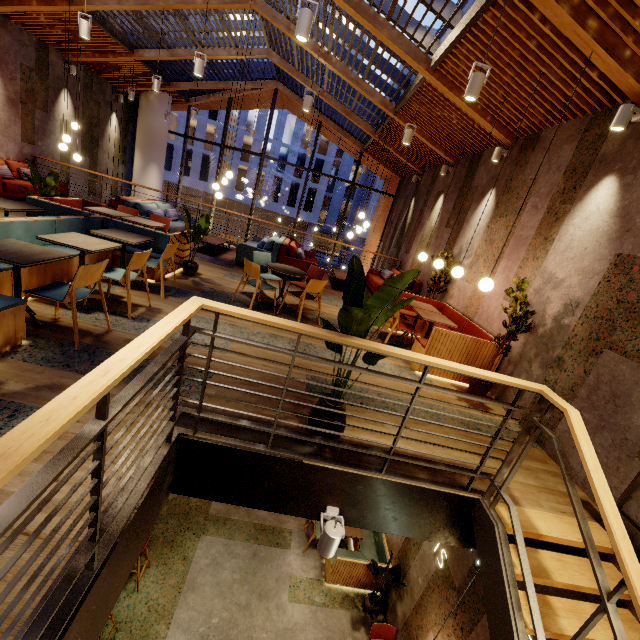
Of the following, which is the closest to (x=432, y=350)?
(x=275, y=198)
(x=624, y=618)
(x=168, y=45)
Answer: (x=624, y=618)

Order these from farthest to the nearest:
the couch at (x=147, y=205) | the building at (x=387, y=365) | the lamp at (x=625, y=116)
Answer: the couch at (x=147, y=205) < the building at (x=387, y=365) < the lamp at (x=625, y=116)

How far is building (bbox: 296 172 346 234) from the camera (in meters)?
36.16

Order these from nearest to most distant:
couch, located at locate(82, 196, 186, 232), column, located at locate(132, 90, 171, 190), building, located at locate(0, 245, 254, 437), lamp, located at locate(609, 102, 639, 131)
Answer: building, located at locate(0, 245, 254, 437), lamp, located at locate(609, 102, 639, 131), couch, located at locate(82, 196, 186, 232), column, located at locate(132, 90, 171, 190)

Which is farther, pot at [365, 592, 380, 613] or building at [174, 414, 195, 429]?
pot at [365, 592, 380, 613]

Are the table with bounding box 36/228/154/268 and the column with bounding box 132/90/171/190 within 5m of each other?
no

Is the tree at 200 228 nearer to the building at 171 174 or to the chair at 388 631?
the chair at 388 631

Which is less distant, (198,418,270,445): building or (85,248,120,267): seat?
(198,418,270,445): building
